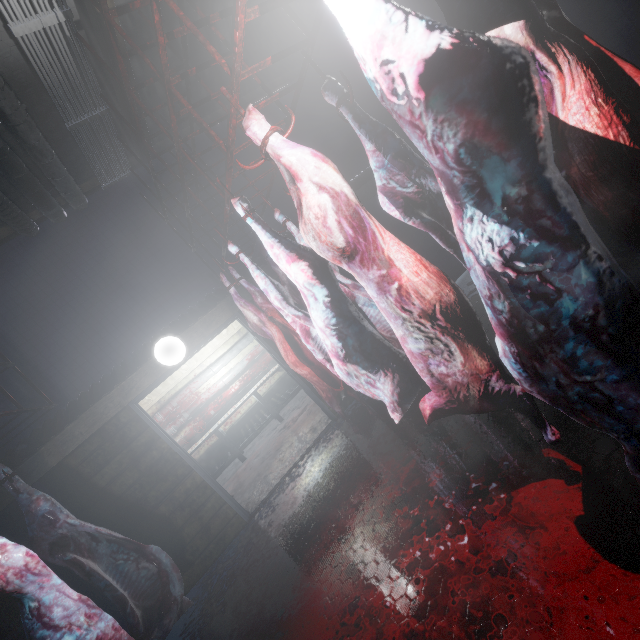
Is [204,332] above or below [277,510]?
above

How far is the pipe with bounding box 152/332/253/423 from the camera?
6.39m

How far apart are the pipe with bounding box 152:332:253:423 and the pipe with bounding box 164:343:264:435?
0.1 meters

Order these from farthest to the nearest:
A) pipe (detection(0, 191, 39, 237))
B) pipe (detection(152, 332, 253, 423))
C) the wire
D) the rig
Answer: pipe (detection(152, 332, 253, 423)), pipe (detection(0, 191, 39, 237)), the wire, the rig

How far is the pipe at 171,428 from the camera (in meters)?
6.41

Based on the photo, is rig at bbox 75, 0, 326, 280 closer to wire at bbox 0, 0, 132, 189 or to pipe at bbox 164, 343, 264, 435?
wire at bbox 0, 0, 132, 189

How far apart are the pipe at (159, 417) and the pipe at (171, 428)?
0.12m

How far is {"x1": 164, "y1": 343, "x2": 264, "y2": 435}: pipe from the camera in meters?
6.4 m
